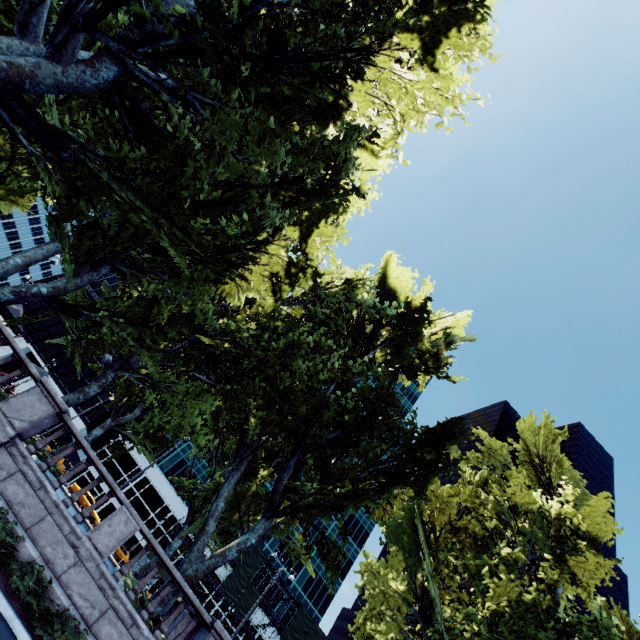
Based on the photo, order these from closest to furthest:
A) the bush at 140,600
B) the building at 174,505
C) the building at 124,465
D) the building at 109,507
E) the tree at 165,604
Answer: the bush at 140,600, the tree at 165,604, the building at 109,507, the building at 174,505, the building at 124,465

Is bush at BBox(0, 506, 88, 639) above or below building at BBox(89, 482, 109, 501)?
below

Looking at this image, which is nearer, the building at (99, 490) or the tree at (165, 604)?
the tree at (165, 604)

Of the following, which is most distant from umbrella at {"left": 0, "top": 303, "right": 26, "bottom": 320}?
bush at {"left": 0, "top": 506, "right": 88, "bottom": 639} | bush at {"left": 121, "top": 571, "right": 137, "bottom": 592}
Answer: bush at {"left": 121, "top": 571, "right": 137, "bottom": 592}

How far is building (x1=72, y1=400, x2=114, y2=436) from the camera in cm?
5416

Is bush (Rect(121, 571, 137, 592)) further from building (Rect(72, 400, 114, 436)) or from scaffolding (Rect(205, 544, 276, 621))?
building (Rect(72, 400, 114, 436))

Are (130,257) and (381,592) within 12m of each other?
no

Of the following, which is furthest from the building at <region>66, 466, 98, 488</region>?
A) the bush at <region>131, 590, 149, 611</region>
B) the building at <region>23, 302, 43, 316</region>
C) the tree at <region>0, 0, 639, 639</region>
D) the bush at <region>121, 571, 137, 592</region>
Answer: the bush at <region>131, 590, 149, 611</region>
